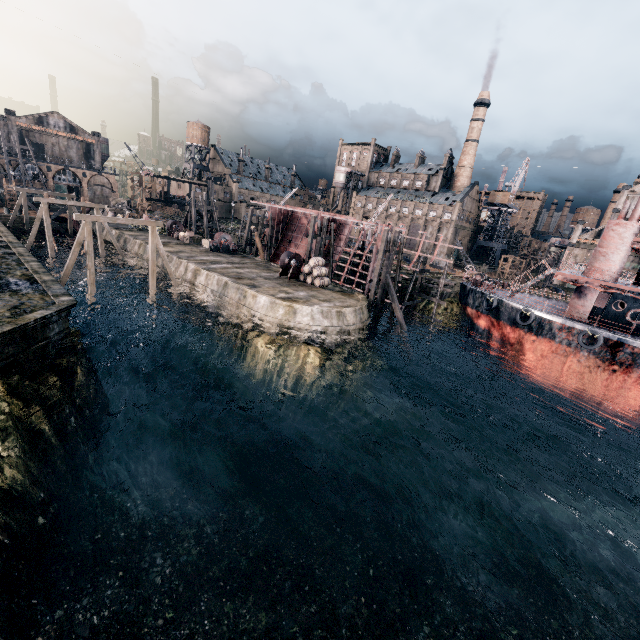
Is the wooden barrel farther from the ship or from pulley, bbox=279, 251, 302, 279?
the ship

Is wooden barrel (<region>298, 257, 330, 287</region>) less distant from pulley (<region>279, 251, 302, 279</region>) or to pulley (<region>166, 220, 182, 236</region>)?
pulley (<region>279, 251, 302, 279</region>)

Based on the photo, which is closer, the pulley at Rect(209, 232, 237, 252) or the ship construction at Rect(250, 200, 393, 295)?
the ship construction at Rect(250, 200, 393, 295)

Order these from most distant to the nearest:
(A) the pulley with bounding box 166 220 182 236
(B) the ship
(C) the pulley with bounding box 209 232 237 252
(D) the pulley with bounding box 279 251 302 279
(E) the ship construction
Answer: (A) the pulley with bounding box 166 220 182 236, (C) the pulley with bounding box 209 232 237 252, (E) the ship construction, (D) the pulley with bounding box 279 251 302 279, (B) the ship

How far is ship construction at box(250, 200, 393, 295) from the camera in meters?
38.0 m

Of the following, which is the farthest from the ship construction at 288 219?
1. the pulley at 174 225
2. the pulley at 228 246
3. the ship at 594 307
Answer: the pulley at 174 225

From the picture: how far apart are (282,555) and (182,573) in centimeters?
431cm

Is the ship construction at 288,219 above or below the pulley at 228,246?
above
